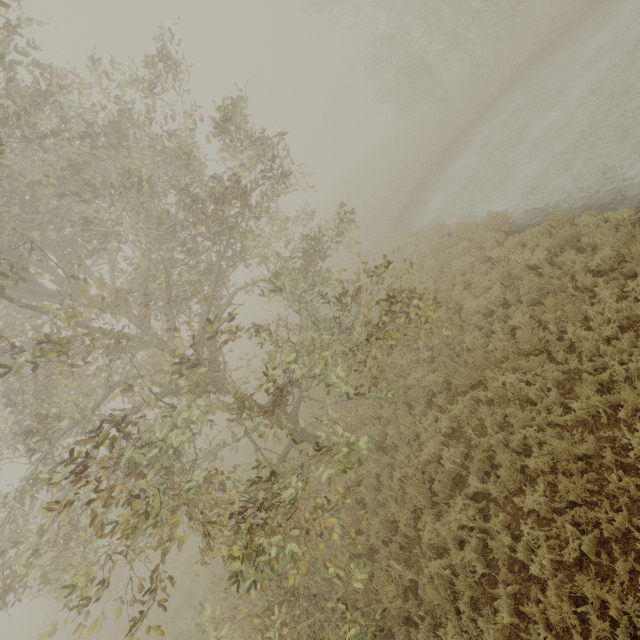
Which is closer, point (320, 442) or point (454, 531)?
point (454, 531)
